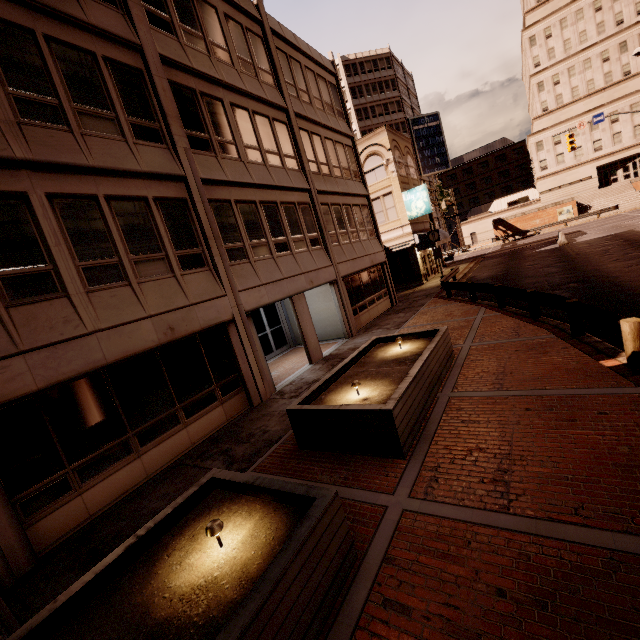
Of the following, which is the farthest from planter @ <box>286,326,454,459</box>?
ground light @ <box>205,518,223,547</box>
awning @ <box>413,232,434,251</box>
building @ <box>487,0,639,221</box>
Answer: building @ <box>487,0,639,221</box>

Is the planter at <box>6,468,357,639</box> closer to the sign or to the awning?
the awning

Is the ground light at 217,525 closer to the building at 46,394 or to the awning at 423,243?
the building at 46,394

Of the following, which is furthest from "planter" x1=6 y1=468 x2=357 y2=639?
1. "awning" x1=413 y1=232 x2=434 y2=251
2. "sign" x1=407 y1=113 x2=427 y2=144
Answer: "sign" x1=407 y1=113 x2=427 y2=144

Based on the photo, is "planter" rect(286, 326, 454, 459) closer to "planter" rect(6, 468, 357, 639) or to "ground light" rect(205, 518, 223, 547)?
"planter" rect(6, 468, 357, 639)

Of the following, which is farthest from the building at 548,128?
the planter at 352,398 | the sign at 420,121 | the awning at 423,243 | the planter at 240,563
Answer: the planter at 240,563

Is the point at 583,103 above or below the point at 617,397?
above

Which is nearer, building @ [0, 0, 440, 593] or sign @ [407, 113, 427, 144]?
building @ [0, 0, 440, 593]
